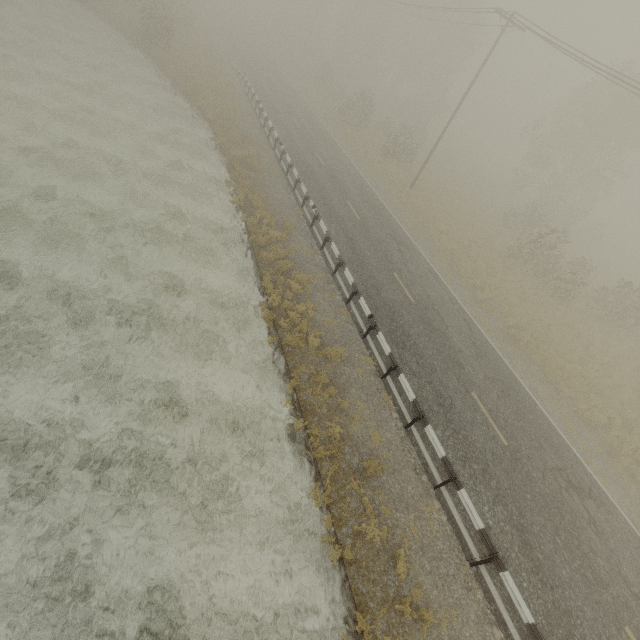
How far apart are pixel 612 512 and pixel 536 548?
4.53m
